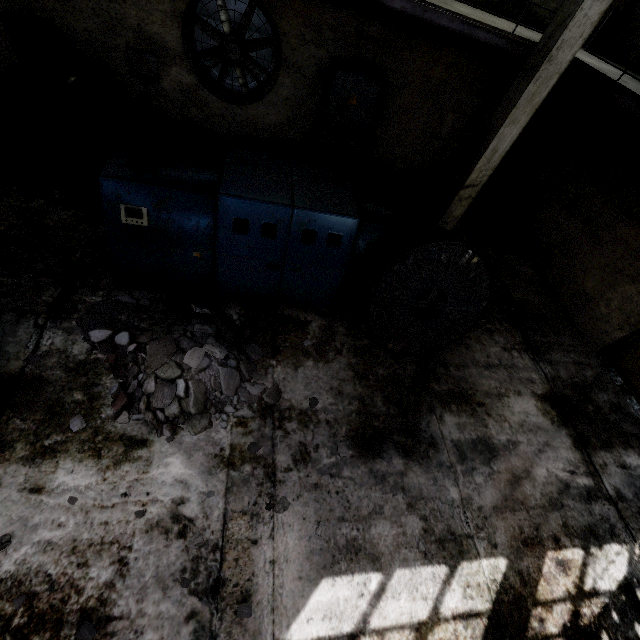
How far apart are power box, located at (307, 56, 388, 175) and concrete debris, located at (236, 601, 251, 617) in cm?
939

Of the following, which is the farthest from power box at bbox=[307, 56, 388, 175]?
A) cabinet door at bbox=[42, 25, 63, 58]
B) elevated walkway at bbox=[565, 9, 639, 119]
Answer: cabinet door at bbox=[42, 25, 63, 58]

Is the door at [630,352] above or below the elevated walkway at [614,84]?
below

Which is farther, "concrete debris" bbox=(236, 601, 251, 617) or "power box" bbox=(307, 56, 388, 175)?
"power box" bbox=(307, 56, 388, 175)

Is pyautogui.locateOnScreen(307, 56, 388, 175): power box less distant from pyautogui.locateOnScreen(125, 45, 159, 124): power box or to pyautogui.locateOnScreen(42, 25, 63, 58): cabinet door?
pyautogui.locateOnScreen(125, 45, 159, 124): power box

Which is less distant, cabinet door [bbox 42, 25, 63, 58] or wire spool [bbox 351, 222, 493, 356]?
wire spool [bbox 351, 222, 493, 356]

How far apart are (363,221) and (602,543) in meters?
6.1

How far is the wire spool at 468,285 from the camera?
4.6 meters
